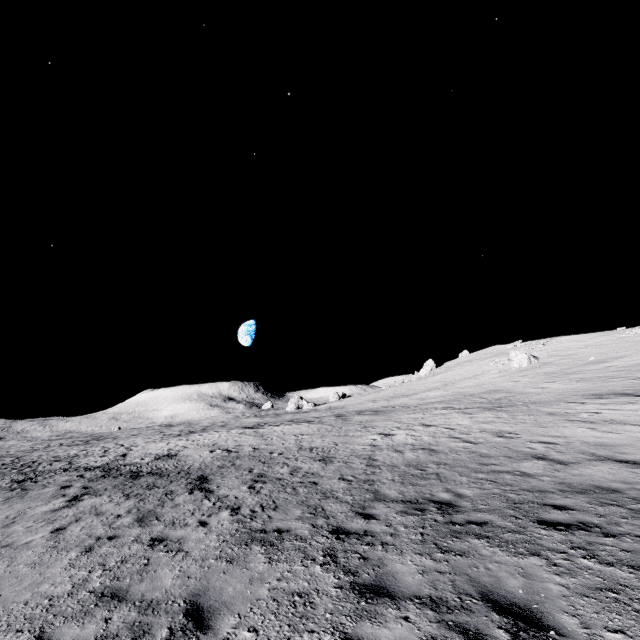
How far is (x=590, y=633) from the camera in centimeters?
349cm

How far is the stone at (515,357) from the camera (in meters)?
42.84

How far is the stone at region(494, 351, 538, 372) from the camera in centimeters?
4284cm
